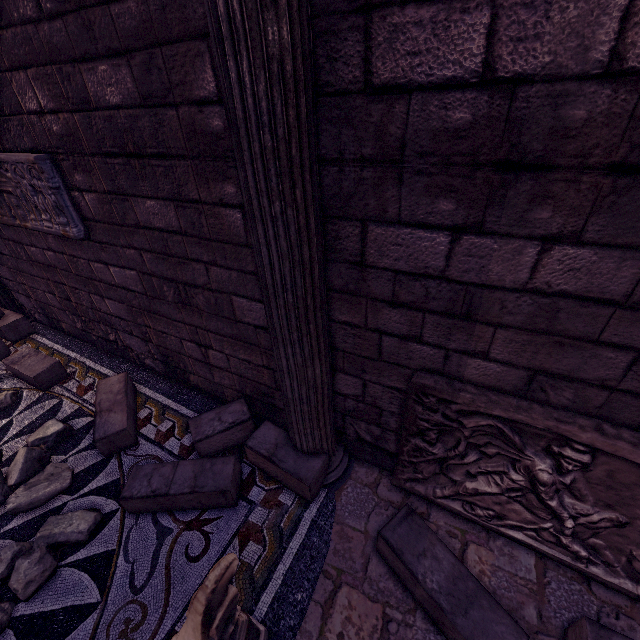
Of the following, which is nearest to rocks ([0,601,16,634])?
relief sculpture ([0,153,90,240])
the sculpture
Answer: the sculpture

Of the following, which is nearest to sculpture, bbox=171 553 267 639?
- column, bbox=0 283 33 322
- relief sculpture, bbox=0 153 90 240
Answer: relief sculpture, bbox=0 153 90 240

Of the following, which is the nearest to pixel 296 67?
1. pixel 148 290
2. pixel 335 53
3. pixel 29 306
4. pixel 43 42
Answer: pixel 335 53

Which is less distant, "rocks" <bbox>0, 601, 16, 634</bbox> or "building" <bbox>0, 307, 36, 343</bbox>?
"rocks" <bbox>0, 601, 16, 634</bbox>

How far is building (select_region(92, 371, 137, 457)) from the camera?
2.9 meters

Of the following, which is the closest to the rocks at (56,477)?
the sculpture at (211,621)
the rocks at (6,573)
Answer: the rocks at (6,573)

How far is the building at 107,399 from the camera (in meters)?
2.90

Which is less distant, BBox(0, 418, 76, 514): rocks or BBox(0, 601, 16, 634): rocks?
BBox(0, 601, 16, 634): rocks
